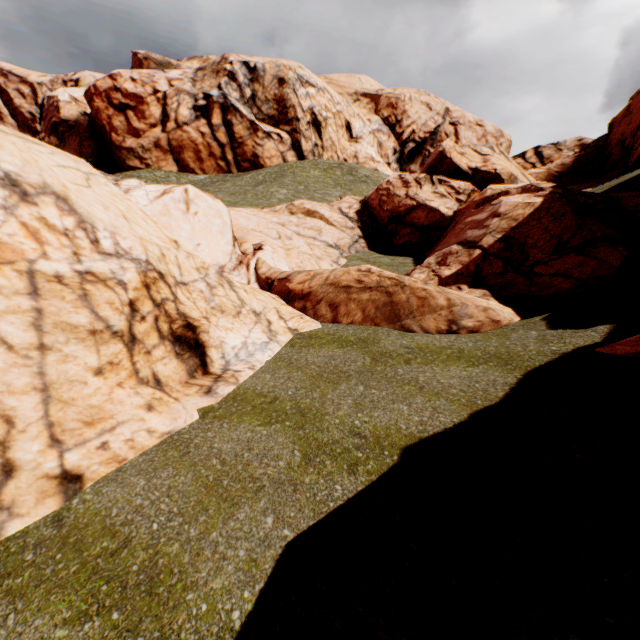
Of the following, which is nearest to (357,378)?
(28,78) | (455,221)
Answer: (455,221)

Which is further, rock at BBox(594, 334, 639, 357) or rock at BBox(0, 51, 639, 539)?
rock at BBox(594, 334, 639, 357)

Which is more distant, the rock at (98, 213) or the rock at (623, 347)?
the rock at (623, 347)
